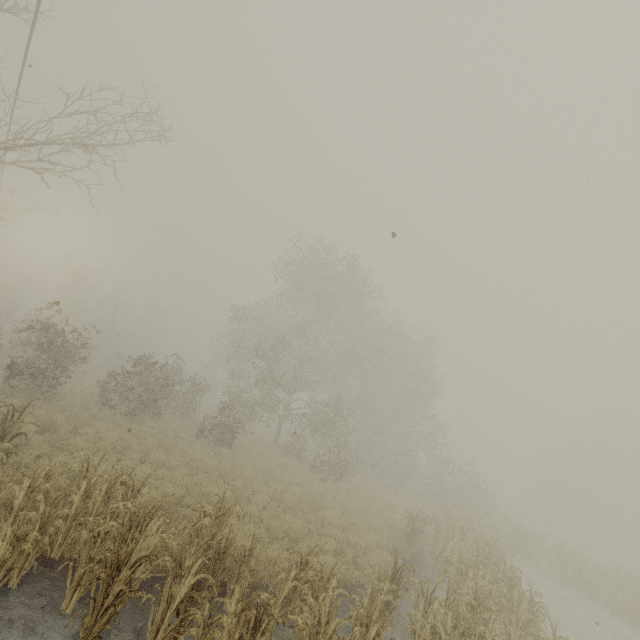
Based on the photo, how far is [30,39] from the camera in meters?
9.4 m
